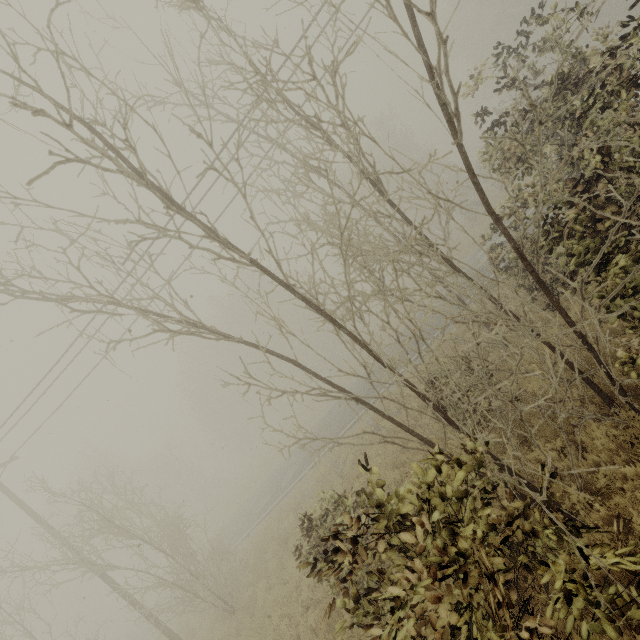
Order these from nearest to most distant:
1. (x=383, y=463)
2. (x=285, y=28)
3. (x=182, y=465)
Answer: (x=285, y=28), (x=383, y=463), (x=182, y=465)
